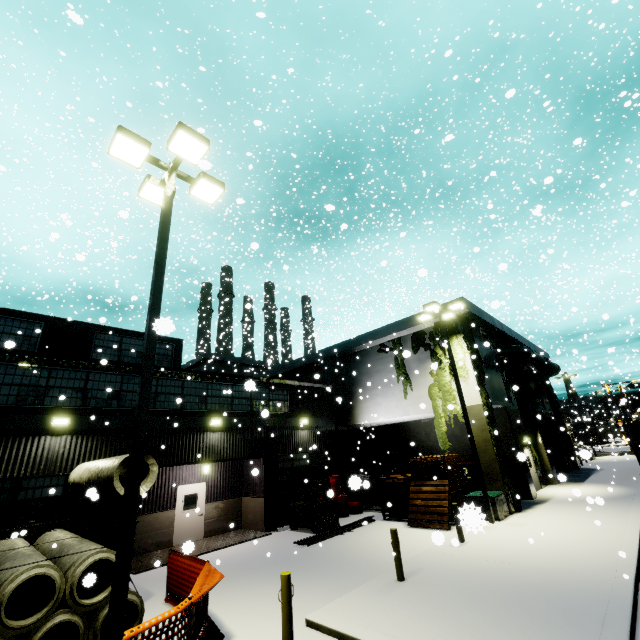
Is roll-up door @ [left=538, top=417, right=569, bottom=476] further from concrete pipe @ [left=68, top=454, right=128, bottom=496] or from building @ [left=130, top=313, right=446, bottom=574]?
concrete pipe @ [left=68, top=454, right=128, bottom=496]

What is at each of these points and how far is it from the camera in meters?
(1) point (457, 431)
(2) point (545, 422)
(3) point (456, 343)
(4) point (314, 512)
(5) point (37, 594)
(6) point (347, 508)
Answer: (1) building, 21.2
(2) roll-up door, 28.0
(3) tree, 17.9
(4) forklift, 15.3
(5) concrete pipe stack, 7.1
(6) oil drum, 18.2

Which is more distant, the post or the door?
the door

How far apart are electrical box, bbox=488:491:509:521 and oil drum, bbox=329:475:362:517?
6.30m

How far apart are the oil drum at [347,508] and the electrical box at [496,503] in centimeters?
630cm

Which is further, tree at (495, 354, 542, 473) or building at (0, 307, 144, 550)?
tree at (495, 354, 542, 473)

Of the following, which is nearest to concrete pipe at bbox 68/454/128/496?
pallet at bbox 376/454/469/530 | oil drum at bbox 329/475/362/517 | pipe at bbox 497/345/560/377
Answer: pallet at bbox 376/454/469/530

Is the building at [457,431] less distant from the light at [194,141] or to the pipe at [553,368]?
the pipe at [553,368]
